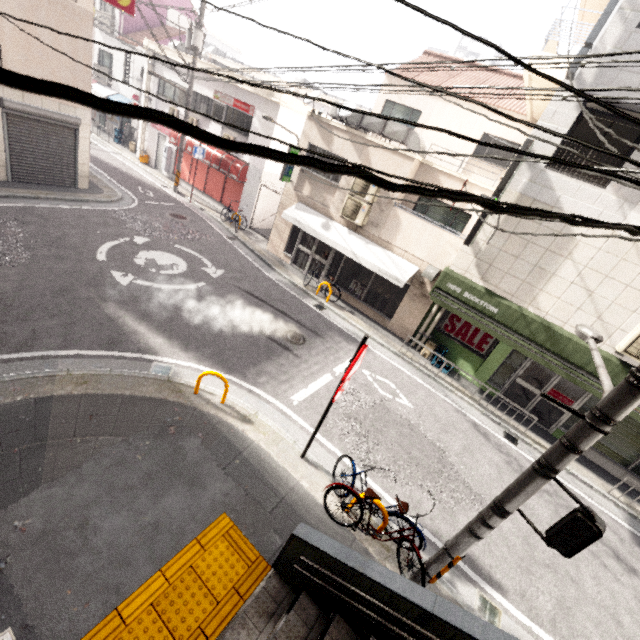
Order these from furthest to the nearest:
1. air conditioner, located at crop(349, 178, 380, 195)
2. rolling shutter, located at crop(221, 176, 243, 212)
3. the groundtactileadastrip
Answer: rolling shutter, located at crop(221, 176, 243, 212), air conditioner, located at crop(349, 178, 380, 195), the groundtactileadastrip

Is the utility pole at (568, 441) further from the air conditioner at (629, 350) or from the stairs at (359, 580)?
Result: the air conditioner at (629, 350)

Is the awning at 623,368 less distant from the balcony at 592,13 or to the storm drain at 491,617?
the balcony at 592,13

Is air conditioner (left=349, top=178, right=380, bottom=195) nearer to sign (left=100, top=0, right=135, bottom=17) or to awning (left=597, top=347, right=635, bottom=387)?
awning (left=597, top=347, right=635, bottom=387)

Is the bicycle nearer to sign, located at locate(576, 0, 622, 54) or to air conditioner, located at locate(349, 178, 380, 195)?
air conditioner, located at locate(349, 178, 380, 195)

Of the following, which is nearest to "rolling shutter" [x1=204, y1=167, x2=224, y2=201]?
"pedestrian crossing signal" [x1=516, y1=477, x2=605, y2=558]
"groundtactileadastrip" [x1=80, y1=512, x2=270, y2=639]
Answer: "groundtactileadastrip" [x1=80, y1=512, x2=270, y2=639]

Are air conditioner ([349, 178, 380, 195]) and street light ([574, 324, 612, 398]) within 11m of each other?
yes

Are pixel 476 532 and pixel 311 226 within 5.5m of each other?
no
